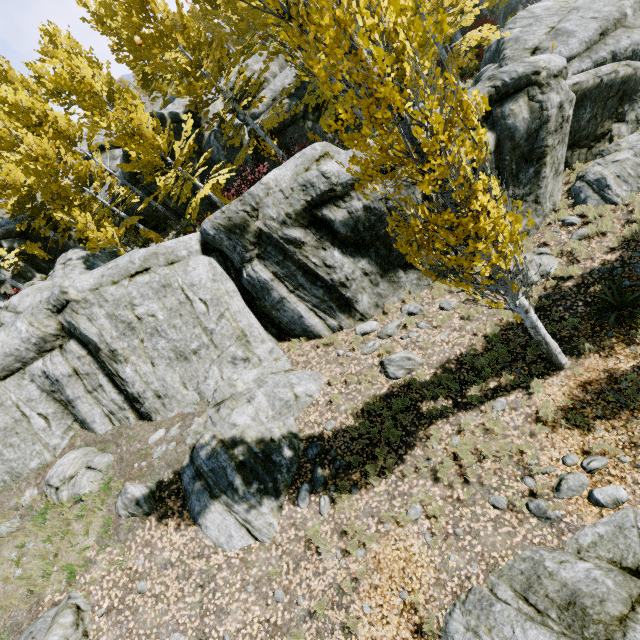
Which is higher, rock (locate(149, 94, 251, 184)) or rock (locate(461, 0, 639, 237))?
rock (locate(149, 94, 251, 184))

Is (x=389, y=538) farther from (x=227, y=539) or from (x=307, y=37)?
(x=307, y=37)

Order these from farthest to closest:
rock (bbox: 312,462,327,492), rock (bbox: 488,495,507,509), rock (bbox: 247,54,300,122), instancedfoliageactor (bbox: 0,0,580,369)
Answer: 1. rock (bbox: 247,54,300,122)
2. rock (bbox: 312,462,327,492)
3. rock (bbox: 488,495,507,509)
4. instancedfoliageactor (bbox: 0,0,580,369)

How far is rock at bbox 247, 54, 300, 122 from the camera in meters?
19.0 m

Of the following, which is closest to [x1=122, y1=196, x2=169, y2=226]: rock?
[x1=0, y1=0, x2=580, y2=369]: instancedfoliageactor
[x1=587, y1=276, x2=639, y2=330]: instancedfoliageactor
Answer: [x1=587, y1=276, x2=639, y2=330]: instancedfoliageactor

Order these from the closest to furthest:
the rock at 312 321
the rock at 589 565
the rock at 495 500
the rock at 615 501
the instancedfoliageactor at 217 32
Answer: the instancedfoliageactor at 217 32
the rock at 589 565
the rock at 615 501
the rock at 495 500
the rock at 312 321

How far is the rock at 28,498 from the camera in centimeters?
899cm
